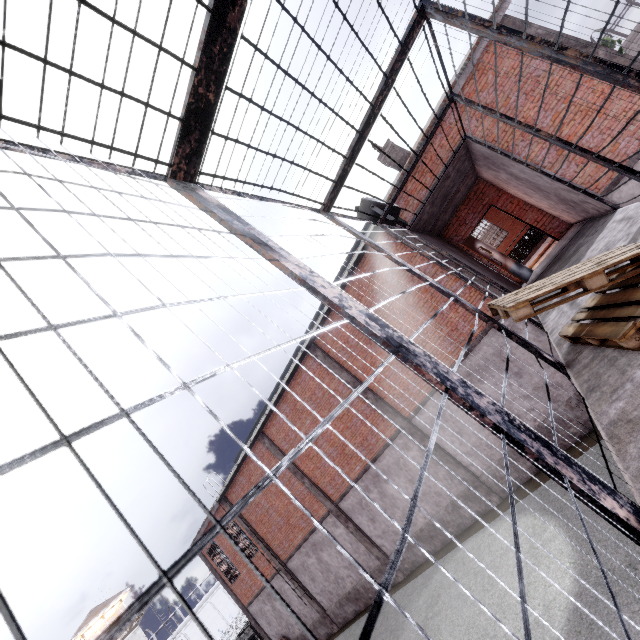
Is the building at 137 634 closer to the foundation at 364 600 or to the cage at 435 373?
the cage at 435 373

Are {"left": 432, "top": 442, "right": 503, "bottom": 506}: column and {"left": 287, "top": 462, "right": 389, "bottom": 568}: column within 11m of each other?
A: yes

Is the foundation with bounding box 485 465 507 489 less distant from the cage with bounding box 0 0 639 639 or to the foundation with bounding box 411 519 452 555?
the foundation with bounding box 411 519 452 555

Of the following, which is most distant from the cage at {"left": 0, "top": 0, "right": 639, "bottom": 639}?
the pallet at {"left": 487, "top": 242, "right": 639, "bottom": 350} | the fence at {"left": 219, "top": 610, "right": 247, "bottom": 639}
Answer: the fence at {"left": 219, "top": 610, "right": 247, "bottom": 639}

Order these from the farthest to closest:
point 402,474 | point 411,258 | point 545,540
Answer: point 402,474 < point 411,258 < point 545,540

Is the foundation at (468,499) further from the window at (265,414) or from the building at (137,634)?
the building at (137,634)

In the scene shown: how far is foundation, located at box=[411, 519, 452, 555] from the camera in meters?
12.5

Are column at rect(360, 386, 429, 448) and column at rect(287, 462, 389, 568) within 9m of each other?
yes
